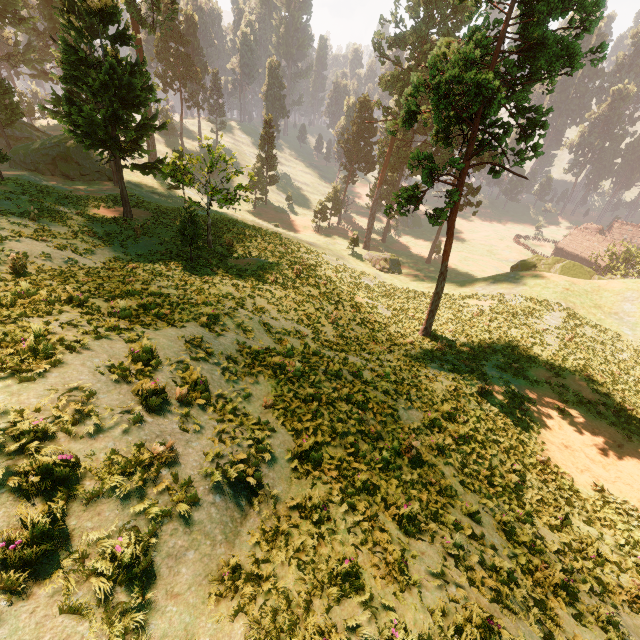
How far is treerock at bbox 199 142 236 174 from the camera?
21.1 meters

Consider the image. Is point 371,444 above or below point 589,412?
above

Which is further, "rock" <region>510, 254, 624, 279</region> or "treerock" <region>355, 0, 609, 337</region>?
"rock" <region>510, 254, 624, 279</region>

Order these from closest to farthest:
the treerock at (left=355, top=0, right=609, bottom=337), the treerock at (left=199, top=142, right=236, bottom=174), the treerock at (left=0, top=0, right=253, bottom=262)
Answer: the treerock at (left=355, top=0, right=609, bottom=337), the treerock at (left=0, top=0, right=253, bottom=262), the treerock at (left=199, top=142, right=236, bottom=174)

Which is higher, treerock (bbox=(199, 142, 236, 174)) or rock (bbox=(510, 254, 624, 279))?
treerock (bbox=(199, 142, 236, 174))

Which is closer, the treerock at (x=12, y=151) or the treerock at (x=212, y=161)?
the treerock at (x=12, y=151)

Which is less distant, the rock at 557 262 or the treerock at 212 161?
the treerock at 212 161

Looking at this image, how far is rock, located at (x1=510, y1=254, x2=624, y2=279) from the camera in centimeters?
3834cm
